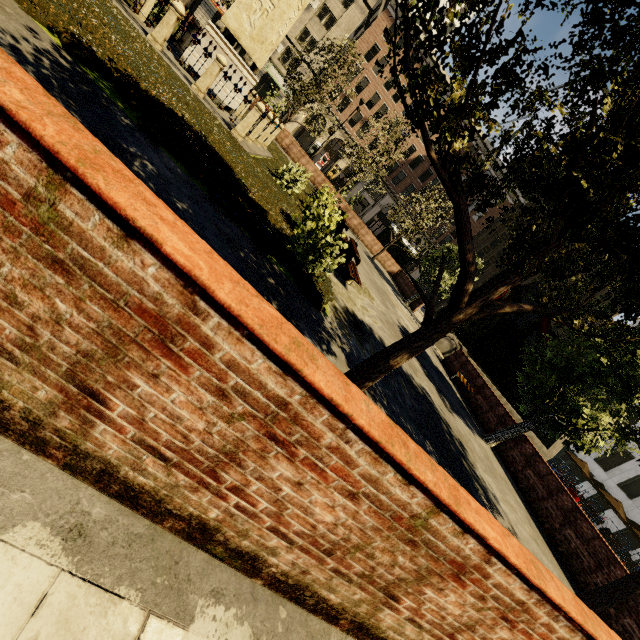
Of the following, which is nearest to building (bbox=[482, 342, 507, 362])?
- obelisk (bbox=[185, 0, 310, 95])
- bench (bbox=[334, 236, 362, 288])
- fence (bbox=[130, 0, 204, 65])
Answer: fence (bbox=[130, 0, 204, 65])

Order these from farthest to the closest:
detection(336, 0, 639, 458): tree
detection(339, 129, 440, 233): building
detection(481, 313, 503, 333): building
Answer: detection(481, 313, 503, 333): building < detection(339, 129, 440, 233): building < detection(336, 0, 639, 458): tree

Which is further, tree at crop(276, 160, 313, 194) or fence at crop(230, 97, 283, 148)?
tree at crop(276, 160, 313, 194)

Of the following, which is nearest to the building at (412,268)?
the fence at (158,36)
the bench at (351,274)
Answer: the fence at (158,36)

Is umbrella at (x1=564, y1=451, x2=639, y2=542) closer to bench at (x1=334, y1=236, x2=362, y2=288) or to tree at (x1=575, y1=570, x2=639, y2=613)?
tree at (x1=575, y1=570, x2=639, y2=613)

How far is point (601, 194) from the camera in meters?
2.7 m

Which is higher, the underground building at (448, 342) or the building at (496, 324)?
the building at (496, 324)

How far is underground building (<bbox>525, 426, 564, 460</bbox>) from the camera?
20.5 meters
